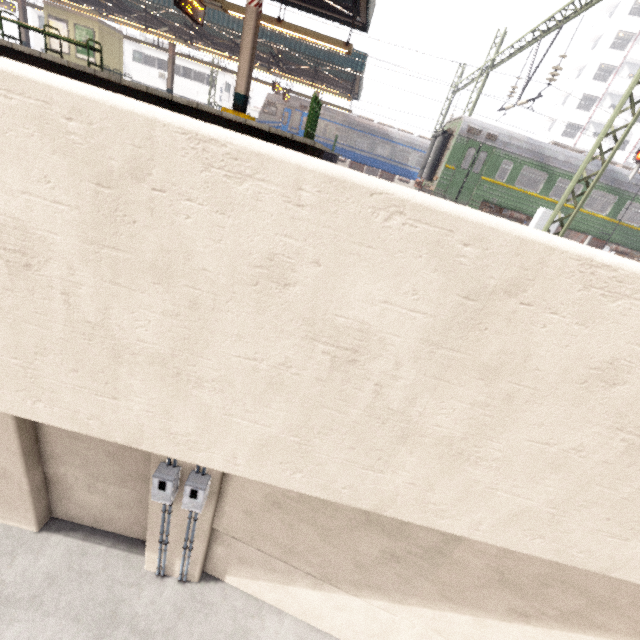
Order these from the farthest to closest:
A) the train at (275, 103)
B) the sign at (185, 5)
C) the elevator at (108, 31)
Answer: the train at (275, 103) → the elevator at (108, 31) → the sign at (185, 5)

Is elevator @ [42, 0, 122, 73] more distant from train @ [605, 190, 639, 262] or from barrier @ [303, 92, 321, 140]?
train @ [605, 190, 639, 262]

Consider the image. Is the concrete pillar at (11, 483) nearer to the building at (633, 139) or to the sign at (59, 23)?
the building at (633, 139)

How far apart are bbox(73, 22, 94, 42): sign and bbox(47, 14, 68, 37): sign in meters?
0.3

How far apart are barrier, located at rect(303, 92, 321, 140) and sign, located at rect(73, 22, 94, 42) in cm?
2112

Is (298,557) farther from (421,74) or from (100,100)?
(421,74)

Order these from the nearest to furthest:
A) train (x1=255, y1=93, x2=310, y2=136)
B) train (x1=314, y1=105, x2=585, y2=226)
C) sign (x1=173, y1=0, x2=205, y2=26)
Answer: sign (x1=173, y1=0, x2=205, y2=26) → train (x1=314, y1=105, x2=585, y2=226) → train (x1=255, y1=93, x2=310, y2=136)

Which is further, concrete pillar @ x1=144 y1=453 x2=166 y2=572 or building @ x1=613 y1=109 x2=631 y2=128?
building @ x1=613 y1=109 x2=631 y2=128
